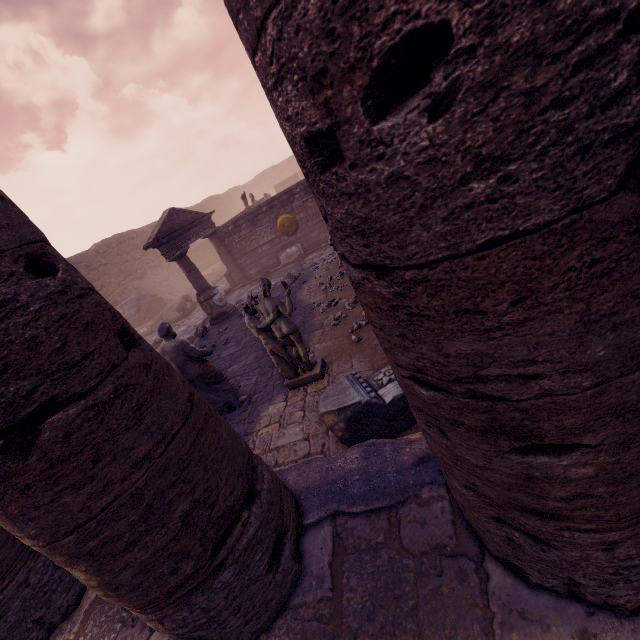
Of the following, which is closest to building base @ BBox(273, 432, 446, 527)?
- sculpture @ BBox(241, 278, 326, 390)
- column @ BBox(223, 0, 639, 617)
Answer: column @ BBox(223, 0, 639, 617)

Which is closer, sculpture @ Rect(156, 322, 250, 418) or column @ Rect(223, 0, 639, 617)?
column @ Rect(223, 0, 639, 617)

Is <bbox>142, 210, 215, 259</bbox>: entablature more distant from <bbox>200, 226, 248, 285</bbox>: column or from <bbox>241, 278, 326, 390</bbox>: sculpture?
<bbox>241, 278, 326, 390</bbox>: sculpture

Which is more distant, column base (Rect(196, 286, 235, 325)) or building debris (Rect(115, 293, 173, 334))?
building debris (Rect(115, 293, 173, 334))

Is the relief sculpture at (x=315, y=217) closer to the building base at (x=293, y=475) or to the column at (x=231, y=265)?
the column at (x=231, y=265)

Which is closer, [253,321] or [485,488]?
[485,488]

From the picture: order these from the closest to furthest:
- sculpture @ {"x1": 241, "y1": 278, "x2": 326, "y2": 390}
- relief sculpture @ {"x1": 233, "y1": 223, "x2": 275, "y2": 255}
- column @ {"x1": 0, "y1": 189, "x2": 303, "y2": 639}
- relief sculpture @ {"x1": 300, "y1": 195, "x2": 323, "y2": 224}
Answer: column @ {"x1": 0, "y1": 189, "x2": 303, "y2": 639} → sculpture @ {"x1": 241, "y1": 278, "x2": 326, "y2": 390} → relief sculpture @ {"x1": 300, "y1": 195, "x2": 323, "y2": 224} → relief sculpture @ {"x1": 233, "y1": 223, "x2": 275, "y2": 255}

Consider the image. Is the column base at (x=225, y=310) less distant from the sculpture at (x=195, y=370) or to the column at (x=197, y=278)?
the column at (x=197, y=278)
